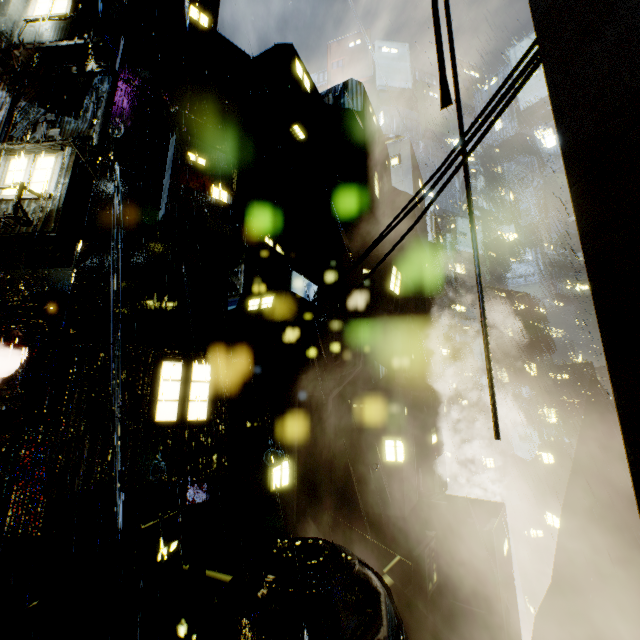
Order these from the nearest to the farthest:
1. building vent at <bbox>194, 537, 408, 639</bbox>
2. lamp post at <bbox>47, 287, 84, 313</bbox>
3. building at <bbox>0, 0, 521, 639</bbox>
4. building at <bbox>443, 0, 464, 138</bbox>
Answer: building at <bbox>443, 0, 464, 138</bbox> → building vent at <bbox>194, 537, 408, 639</bbox> → building at <bbox>0, 0, 521, 639</bbox> → lamp post at <bbox>47, 287, 84, 313</bbox>

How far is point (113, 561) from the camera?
7.9 meters

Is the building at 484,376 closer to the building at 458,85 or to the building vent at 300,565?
the building at 458,85

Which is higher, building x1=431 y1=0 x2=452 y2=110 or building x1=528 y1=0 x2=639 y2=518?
building x1=431 y1=0 x2=452 y2=110

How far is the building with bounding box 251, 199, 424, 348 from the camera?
13.6 meters

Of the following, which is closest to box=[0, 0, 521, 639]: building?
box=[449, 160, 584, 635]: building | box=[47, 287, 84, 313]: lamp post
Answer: box=[47, 287, 84, 313]: lamp post

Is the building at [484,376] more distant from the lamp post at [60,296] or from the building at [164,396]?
the lamp post at [60,296]

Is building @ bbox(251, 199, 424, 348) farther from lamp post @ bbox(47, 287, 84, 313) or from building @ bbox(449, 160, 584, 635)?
building @ bbox(449, 160, 584, 635)
